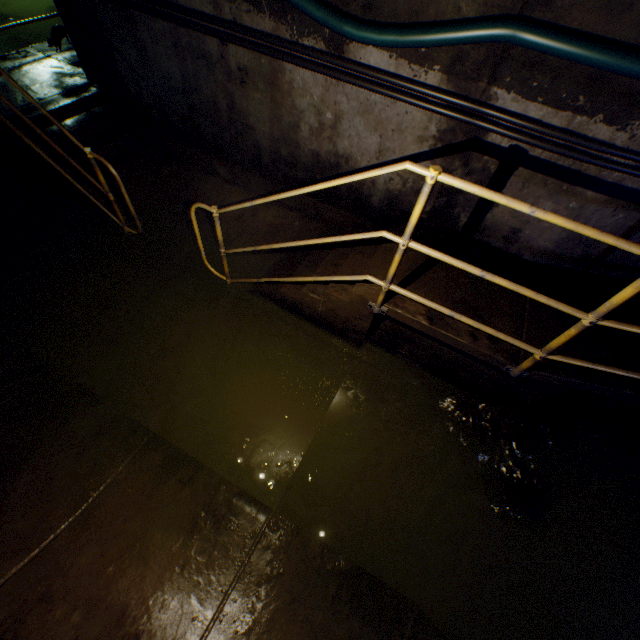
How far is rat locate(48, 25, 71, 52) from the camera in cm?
480

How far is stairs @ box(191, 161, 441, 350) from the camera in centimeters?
222cm

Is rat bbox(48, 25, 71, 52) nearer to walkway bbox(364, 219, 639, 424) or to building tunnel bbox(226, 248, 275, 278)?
building tunnel bbox(226, 248, 275, 278)

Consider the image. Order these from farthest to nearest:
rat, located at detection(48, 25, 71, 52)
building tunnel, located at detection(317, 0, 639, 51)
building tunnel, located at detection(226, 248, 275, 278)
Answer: rat, located at detection(48, 25, 71, 52) < building tunnel, located at detection(226, 248, 275, 278) < building tunnel, located at detection(317, 0, 639, 51)

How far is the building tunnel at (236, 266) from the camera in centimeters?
395cm

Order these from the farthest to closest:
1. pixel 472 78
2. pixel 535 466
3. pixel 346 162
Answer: pixel 346 162 < pixel 535 466 < pixel 472 78

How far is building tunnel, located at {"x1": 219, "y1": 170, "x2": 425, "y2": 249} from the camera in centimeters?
348cm

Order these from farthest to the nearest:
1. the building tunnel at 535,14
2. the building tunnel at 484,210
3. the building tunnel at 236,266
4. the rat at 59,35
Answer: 1. the rat at 59,35
2. the building tunnel at 236,266
3. the building tunnel at 484,210
4. the building tunnel at 535,14
